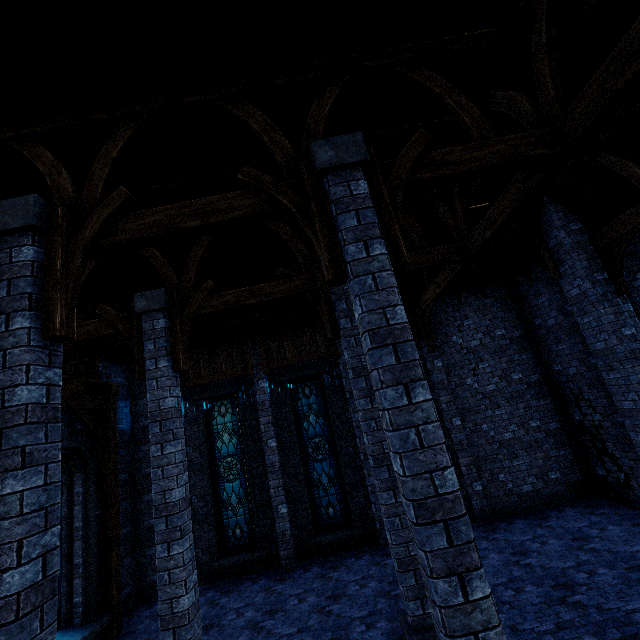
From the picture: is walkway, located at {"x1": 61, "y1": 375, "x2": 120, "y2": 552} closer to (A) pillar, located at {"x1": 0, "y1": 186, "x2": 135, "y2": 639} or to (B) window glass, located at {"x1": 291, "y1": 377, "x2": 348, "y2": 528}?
(A) pillar, located at {"x1": 0, "y1": 186, "x2": 135, "y2": 639}

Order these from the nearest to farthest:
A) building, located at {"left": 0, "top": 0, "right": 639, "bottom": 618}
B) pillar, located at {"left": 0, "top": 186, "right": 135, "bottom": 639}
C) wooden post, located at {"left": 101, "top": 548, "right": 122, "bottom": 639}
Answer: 1. pillar, located at {"left": 0, "top": 186, "right": 135, "bottom": 639}
2. building, located at {"left": 0, "top": 0, "right": 639, "bottom": 618}
3. wooden post, located at {"left": 101, "top": 548, "right": 122, "bottom": 639}

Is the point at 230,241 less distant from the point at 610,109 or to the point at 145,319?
the point at 145,319

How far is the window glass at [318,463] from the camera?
10.23m

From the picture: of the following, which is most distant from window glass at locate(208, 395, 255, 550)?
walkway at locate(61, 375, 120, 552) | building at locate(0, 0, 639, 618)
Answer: walkway at locate(61, 375, 120, 552)

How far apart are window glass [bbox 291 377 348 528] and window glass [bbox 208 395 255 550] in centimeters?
185cm

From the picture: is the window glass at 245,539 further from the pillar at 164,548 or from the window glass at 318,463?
the pillar at 164,548

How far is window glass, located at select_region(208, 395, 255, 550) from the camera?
10.2 meters
